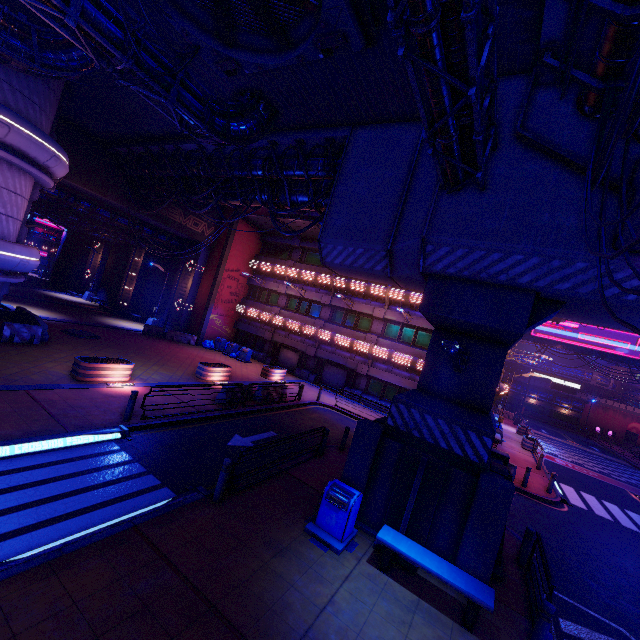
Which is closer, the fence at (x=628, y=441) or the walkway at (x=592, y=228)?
the walkway at (x=592, y=228)

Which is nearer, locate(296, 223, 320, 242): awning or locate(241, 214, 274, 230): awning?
locate(296, 223, 320, 242): awning

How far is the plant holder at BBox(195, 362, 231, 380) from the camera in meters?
18.6 m

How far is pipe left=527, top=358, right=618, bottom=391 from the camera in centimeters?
5422cm

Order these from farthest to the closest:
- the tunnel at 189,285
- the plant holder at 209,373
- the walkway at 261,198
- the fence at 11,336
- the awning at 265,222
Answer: the tunnel at 189,285 < the awning at 265,222 < the plant holder at 209,373 < the walkway at 261,198 < the fence at 11,336

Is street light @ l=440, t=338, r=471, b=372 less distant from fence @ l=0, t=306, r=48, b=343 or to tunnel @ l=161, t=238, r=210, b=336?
fence @ l=0, t=306, r=48, b=343

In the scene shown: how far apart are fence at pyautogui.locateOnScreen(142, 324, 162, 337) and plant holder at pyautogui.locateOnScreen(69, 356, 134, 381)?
13.05m

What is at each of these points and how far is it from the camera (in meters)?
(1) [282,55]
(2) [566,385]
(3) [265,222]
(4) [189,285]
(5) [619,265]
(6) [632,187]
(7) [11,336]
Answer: (1) vent, 8.59
(2) sign, 38.19
(3) awning, 29.55
(4) tunnel, 29.98
(5) walkway, 6.78
(6) walkway, 6.38
(7) fence, 15.50
